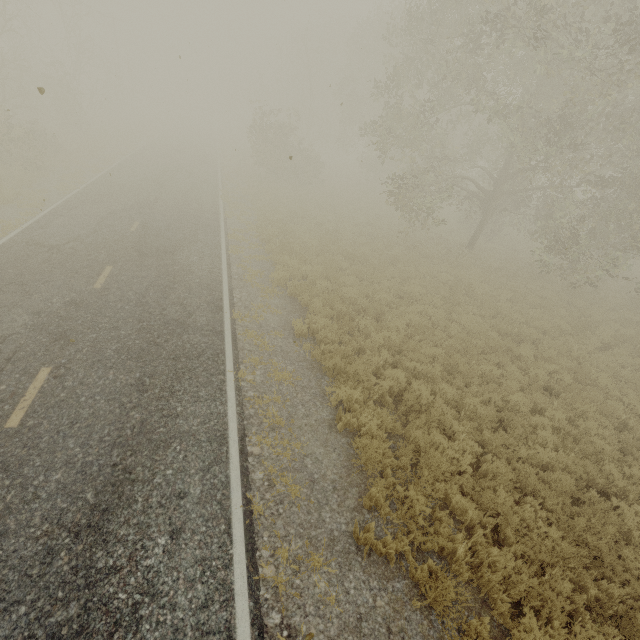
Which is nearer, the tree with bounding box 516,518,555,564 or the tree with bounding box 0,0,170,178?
the tree with bounding box 516,518,555,564

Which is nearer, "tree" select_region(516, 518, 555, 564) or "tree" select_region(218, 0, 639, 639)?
"tree" select_region(516, 518, 555, 564)

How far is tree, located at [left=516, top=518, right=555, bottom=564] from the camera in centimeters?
507cm

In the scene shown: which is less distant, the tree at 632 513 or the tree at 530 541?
the tree at 530 541

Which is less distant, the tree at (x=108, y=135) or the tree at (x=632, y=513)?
the tree at (x=632, y=513)

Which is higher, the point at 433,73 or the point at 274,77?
the point at 274,77

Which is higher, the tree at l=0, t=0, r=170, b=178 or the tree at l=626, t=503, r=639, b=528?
the tree at l=0, t=0, r=170, b=178
